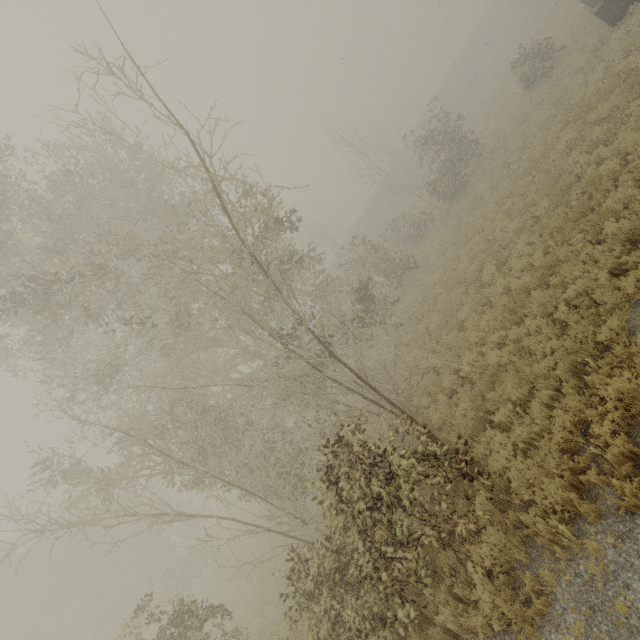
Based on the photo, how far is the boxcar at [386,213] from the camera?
41.50m

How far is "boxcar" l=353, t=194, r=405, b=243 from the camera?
41.5m

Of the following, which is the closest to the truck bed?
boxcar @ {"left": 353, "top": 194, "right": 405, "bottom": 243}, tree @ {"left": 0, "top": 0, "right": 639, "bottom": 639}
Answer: tree @ {"left": 0, "top": 0, "right": 639, "bottom": 639}

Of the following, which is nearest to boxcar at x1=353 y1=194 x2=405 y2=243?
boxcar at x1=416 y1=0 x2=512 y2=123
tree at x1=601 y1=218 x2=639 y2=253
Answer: boxcar at x1=416 y1=0 x2=512 y2=123

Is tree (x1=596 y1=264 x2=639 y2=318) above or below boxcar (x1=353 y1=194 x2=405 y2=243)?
below

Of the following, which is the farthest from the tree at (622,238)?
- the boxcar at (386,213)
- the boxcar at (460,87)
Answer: the boxcar at (460,87)

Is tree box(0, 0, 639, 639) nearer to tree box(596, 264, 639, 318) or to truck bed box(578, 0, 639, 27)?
tree box(596, 264, 639, 318)

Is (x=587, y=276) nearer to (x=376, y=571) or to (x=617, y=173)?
→ (x=617, y=173)
